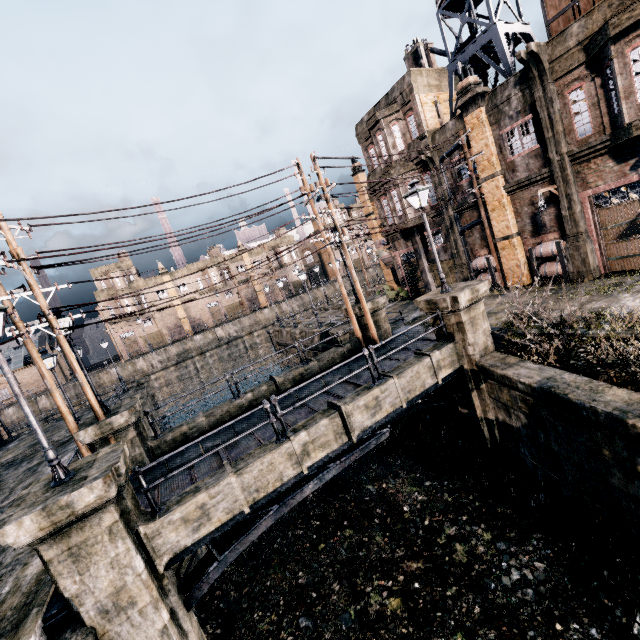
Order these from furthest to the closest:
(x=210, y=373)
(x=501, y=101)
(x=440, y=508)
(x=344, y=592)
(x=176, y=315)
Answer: (x=176, y=315), (x=210, y=373), (x=501, y=101), (x=440, y=508), (x=344, y=592)

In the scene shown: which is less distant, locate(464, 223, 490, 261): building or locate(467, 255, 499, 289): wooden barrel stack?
locate(467, 255, 499, 289): wooden barrel stack

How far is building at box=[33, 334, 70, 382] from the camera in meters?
54.1

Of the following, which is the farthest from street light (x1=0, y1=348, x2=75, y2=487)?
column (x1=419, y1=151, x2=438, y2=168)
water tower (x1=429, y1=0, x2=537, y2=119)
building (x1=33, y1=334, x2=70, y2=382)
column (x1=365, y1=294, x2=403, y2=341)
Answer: building (x1=33, y1=334, x2=70, y2=382)

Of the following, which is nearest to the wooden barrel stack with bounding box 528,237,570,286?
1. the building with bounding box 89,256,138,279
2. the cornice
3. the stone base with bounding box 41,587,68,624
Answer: the cornice

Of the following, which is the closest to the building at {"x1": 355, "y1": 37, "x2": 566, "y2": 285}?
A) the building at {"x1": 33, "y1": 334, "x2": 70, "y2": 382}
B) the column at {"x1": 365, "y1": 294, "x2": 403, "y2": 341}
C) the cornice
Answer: the cornice

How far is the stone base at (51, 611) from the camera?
6.77m

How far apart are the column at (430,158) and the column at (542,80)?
6.4 meters
